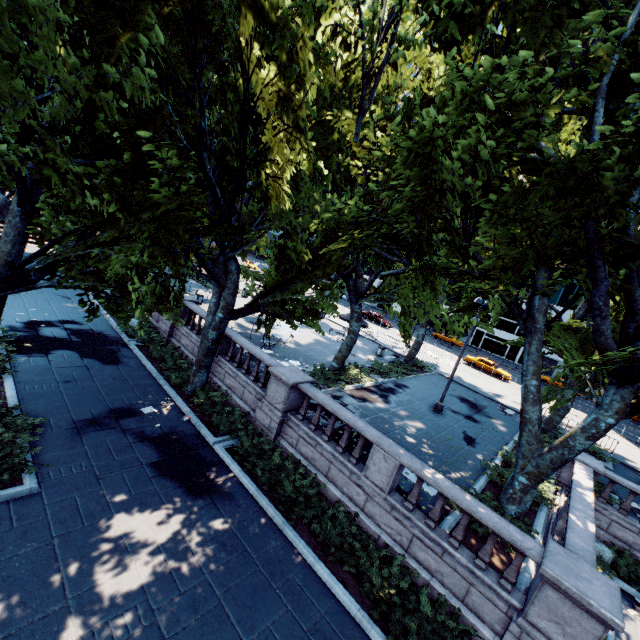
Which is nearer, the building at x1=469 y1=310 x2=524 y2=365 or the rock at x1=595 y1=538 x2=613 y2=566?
the rock at x1=595 y1=538 x2=613 y2=566

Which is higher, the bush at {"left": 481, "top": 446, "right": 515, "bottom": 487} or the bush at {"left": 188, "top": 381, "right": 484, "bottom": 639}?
the bush at {"left": 481, "top": 446, "right": 515, "bottom": 487}

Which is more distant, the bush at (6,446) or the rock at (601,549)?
Result: the rock at (601,549)

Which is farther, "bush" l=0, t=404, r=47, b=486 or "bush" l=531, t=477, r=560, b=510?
"bush" l=531, t=477, r=560, b=510

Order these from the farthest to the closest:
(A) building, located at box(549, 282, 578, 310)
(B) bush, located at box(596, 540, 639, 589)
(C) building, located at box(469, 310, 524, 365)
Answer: (C) building, located at box(469, 310, 524, 365)
(A) building, located at box(549, 282, 578, 310)
(B) bush, located at box(596, 540, 639, 589)

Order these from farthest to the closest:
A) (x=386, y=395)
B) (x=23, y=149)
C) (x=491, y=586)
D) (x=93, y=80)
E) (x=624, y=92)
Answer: (x=386, y=395)
(x=491, y=586)
(x=624, y=92)
(x=23, y=149)
(x=93, y=80)

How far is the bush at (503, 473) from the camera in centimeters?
1318cm

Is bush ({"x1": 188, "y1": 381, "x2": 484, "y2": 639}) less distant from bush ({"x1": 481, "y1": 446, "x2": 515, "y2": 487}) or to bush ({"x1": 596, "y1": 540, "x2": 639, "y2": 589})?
bush ({"x1": 596, "y1": 540, "x2": 639, "y2": 589})
